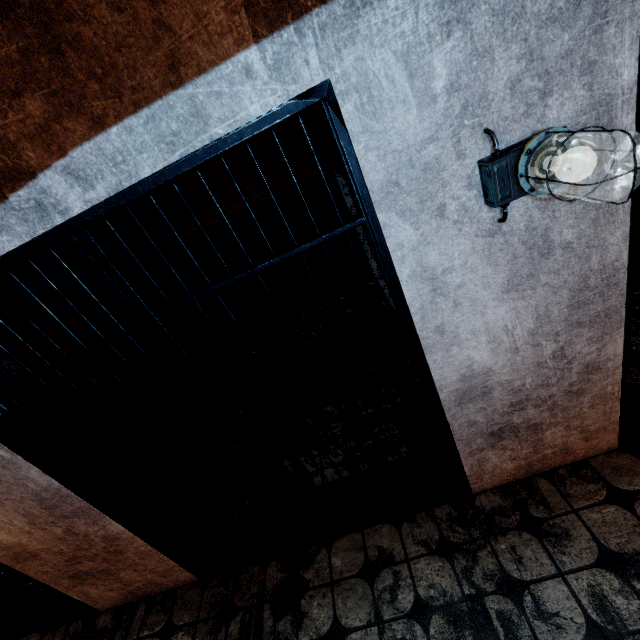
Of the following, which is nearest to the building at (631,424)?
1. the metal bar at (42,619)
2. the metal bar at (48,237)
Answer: Result: the metal bar at (48,237)

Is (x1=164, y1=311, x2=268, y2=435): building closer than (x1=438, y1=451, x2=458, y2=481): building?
No

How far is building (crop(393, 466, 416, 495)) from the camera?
2.3 meters

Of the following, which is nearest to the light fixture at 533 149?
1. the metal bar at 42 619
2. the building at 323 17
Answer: the building at 323 17

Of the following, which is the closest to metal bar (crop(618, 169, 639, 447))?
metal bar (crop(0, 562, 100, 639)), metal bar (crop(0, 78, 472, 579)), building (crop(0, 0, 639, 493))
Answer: building (crop(0, 0, 639, 493))

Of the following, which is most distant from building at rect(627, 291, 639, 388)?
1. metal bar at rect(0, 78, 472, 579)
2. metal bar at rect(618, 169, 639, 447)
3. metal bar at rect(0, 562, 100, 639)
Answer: metal bar at rect(0, 562, 100, 639)

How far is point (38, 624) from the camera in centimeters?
263cm
